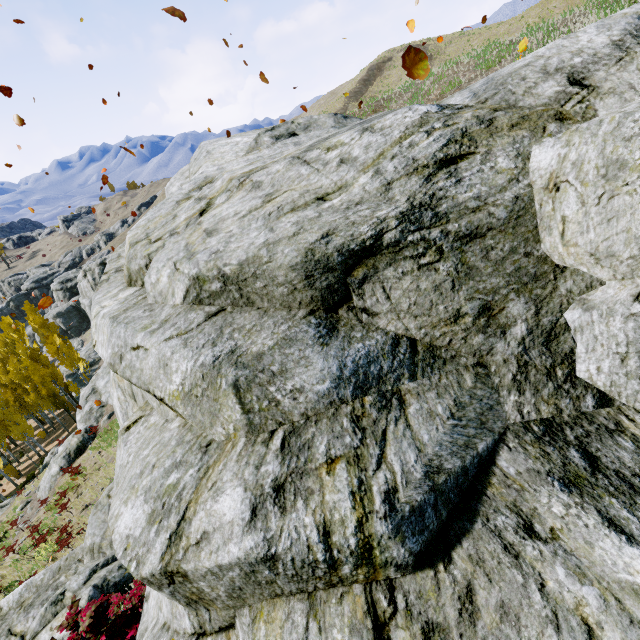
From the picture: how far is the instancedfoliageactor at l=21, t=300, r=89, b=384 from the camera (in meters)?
34.72

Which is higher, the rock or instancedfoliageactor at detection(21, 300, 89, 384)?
the rock

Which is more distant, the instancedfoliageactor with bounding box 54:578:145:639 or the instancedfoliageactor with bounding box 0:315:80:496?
the instancedfoliageactor with bounding box 0:315:80:496

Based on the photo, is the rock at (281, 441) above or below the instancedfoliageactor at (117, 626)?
above

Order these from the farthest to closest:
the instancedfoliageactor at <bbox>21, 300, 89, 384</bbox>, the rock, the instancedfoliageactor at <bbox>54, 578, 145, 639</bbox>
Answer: the instancedfoliageactor at <bbox>21, 300, 89, 384</bbox> → the instancedfoliageactor at <bbox>54, 578, 145, 639</bbox> → the rock

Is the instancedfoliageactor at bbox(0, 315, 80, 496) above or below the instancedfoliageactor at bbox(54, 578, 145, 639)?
below

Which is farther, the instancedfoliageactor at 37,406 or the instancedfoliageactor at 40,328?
the instancedfoliageactor at 40,328

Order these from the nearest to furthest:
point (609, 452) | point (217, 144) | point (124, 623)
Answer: point (609, 452), point (124, 623), point (217, 144)
